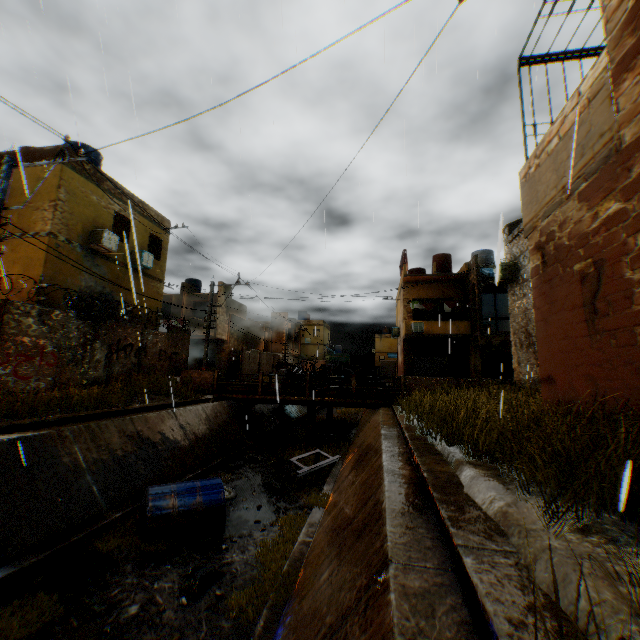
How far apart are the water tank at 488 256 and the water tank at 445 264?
1.89m

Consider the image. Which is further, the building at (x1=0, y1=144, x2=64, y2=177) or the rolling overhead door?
the rolling overhead door

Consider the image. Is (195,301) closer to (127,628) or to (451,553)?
(127,628)

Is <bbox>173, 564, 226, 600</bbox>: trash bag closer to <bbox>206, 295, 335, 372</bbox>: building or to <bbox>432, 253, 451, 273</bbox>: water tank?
<bbox>206, 295, 335, 372</bbox>: building

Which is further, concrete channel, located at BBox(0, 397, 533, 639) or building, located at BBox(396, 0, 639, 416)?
building, located at BBox(396, 0, 639, 416)

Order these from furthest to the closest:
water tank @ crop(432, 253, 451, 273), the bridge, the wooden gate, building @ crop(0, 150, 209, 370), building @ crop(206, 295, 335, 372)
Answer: building @ crop(206, 295, 335, 372) → water tank @ crop(432, 253, 451, 273) → the wooden gate → the bridge → building @ crop(0, 150, 209, 370)

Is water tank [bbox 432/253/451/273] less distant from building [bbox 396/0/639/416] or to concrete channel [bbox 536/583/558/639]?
building [bbox 396/0/639/416]

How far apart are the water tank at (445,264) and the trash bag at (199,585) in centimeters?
2590cm
